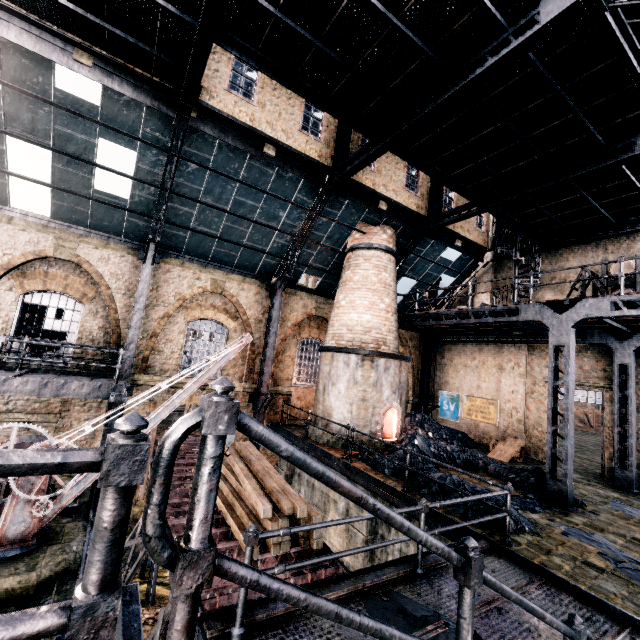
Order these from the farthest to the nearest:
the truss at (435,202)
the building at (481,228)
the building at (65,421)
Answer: the building at (481,228), the building at (65,421), the truss at (435,202)

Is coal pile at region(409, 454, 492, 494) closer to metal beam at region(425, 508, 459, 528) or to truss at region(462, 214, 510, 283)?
metal beam at region(425, 508, 459, 528)

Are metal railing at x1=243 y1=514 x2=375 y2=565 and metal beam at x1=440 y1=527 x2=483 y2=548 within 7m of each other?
yes

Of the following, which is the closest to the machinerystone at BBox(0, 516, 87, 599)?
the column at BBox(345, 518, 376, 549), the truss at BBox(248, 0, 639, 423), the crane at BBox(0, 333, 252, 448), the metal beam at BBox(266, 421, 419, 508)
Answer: the crane at BBox(0, 333, 252, 448)

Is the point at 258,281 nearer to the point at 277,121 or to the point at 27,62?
the point at 277,121

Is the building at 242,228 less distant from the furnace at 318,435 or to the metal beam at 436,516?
the metal beam at 436,516

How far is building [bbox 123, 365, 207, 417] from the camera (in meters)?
13.77

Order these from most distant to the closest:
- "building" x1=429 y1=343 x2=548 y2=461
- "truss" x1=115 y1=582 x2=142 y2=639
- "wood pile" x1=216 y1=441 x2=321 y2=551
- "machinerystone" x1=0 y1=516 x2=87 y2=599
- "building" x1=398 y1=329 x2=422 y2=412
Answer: "building" x1=398 y1=329 x2=422 y2=412 < "building" x1=429 y1=343 x2=548 y2=461 < "wood pile" x1=216 y1=441 x2=321 y2=551 < "machinerystone" x1=0 y1=516 x2=87 y2=599 < "truss" x1=115 y1=582 x2=142 y2=639
